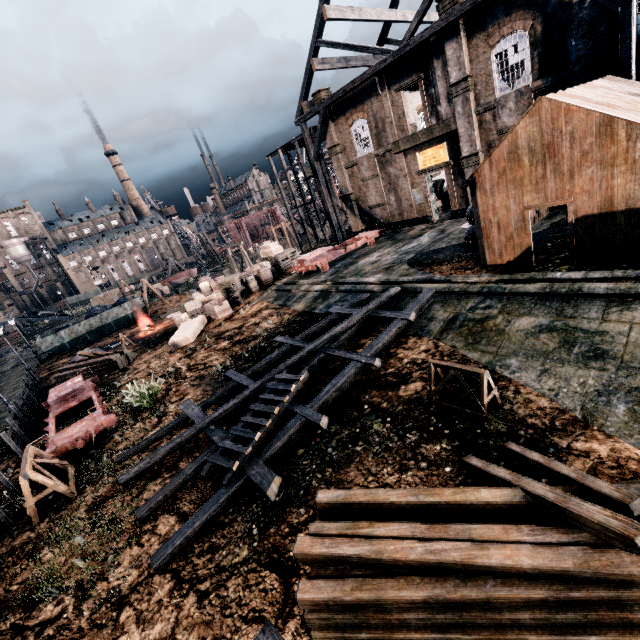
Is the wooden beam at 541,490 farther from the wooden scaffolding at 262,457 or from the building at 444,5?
the building at 444,5

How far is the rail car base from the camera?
13.6 meters

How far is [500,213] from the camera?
12.6 meters

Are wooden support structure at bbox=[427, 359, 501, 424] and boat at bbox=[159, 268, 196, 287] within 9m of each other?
no

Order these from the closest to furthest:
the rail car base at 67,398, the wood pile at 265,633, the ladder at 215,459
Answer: the wood pile at 265,633, the ladder at 215,459, the rail car base at 67,398

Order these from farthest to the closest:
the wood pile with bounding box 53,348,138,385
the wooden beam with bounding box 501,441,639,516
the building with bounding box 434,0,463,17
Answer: the wood pile with bounding box 53,348,138,385, the building with bounding box 434,0,463,17, the wooden beam with bounding box 501,441,639,516

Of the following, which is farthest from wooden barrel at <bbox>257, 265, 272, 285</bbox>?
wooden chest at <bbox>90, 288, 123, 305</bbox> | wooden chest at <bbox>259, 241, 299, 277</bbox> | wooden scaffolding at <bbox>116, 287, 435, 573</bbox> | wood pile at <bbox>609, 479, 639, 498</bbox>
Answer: wooden chest at <bbox>90, 288, 123, 305</bbox>

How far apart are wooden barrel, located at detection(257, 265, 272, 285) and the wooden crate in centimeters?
399cm
